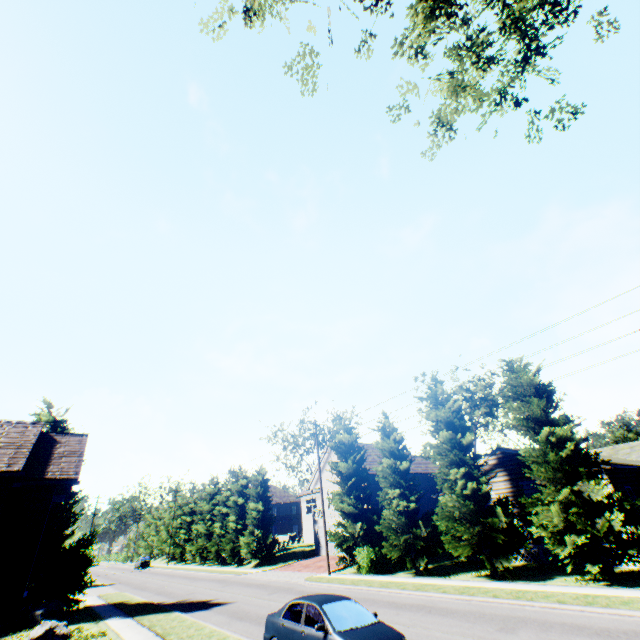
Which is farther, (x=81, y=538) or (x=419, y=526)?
(x=81, y=538)

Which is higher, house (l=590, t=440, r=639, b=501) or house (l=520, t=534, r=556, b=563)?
house (l=590, t=440, r=639, b=501)

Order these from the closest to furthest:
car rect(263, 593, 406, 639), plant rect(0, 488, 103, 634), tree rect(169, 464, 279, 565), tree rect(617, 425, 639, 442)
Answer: car rect(263, 593, 406, 639) → plant rect(0, 488, 103, 634) → tree rect(617, 425, 639, 442) → tree rect(169, 464, 279, 565)

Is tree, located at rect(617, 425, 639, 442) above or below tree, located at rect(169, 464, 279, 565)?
above

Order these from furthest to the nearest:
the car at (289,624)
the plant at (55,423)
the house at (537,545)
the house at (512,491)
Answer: the plant at (55,423) → the house at (512,491) → the house at (537,545) → the car at (289,624)

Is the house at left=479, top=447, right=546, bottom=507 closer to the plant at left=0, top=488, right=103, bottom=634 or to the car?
the car

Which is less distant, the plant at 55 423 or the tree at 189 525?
the plant at 55 423

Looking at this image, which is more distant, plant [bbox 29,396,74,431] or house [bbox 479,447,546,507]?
plant [bbox 29,396,74,431]
